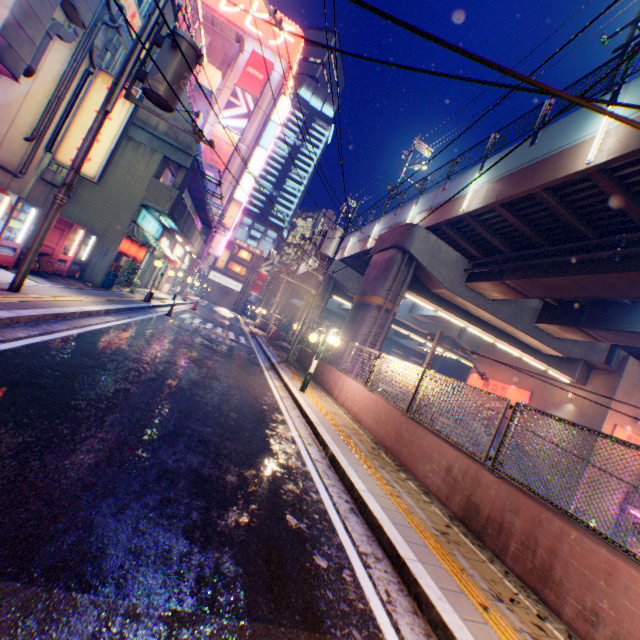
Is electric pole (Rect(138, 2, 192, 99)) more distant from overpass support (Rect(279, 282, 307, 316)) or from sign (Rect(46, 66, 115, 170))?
sign (Rect(46, 66, 115, 170))

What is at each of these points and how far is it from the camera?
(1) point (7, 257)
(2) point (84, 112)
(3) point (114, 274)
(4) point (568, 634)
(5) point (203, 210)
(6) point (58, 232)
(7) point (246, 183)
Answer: (1) vending machine, 9.1 meters
(2) sign, 10.2 meters
(3) plastic crate, 14.6 meters
(4) concrete curb, 3.5 meters
(5) balcony, 25.0 meters
(6) vending machine, 11.5 meters
(7) sign, 37.4 meters

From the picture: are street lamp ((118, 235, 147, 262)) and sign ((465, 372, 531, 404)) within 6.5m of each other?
no

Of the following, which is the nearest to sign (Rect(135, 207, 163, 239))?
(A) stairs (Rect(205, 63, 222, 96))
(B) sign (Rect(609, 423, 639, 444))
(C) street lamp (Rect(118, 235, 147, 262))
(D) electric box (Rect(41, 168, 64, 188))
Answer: (C) street lamp (Rect(118, 235, 147, 262))

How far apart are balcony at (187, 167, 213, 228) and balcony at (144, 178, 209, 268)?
1.8m

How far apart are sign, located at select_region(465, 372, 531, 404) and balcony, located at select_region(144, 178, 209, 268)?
27.5 meters

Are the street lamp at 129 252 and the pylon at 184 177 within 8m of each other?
yes

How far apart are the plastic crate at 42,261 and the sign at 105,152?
2.8m
